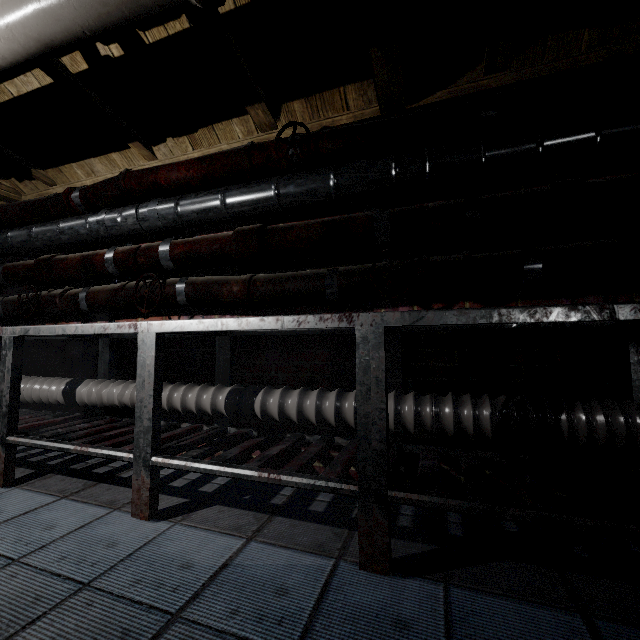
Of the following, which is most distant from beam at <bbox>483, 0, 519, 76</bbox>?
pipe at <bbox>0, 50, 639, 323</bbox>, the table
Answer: the table

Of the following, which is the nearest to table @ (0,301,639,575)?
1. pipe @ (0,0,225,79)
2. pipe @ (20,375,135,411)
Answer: pipe @ (20,375,135,411)

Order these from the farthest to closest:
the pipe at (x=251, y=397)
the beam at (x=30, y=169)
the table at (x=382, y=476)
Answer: the beam at (x=30, y=169) → the pipe at (x=251, y=397) → the table at (x=382, y=476)

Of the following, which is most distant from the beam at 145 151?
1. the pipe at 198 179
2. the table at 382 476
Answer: the table at 382 476

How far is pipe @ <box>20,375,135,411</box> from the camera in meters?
2.0 m

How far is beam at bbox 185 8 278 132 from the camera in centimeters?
140cm

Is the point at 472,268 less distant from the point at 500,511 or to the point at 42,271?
the point at 500,511

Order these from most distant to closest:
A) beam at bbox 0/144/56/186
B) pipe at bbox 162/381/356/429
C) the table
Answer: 1. beam at bbox 0/144/56/186
2. pipe at bbox 162/381/356/429
3. the table
